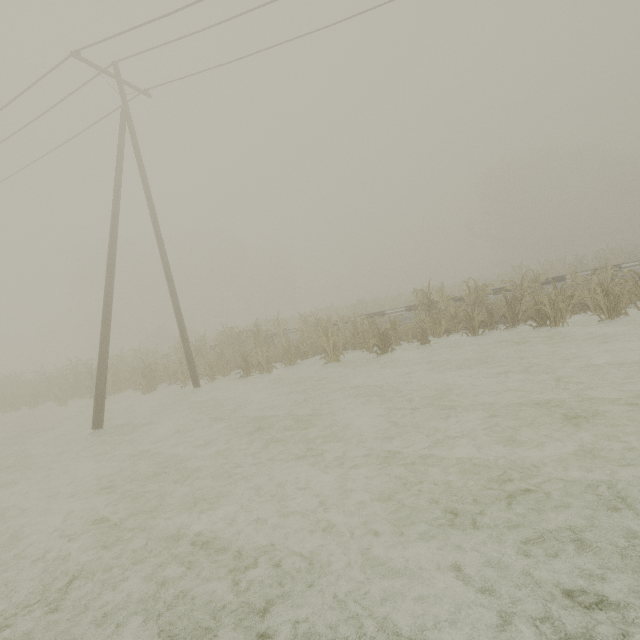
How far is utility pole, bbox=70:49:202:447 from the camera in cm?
940

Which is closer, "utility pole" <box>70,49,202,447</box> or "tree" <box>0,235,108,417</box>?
"utility pole" <box>70,49,202,447</box>

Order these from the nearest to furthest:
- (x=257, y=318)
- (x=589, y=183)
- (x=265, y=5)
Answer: (x=265, y=5) < (x=257, y=318) < (x=589, y=183)

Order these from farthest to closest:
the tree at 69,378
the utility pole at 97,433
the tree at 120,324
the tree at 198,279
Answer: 1. the tree at 69,378
2. the tree at 120,324
3. the tree at 198,279
4. the utility pole at 97,433

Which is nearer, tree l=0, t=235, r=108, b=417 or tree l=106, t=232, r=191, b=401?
tree l=106, t=232, r=191, b=401

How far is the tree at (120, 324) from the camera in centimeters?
1477cm

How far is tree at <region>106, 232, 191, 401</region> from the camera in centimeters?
1477cm

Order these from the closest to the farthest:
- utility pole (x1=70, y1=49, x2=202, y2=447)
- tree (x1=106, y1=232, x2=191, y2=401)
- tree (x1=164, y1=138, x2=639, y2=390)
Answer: utility pole (x1=70, y1=49, x2=202, y2=447)
tree (x1=164, y1=138, x2=639, y2=390)
tree (x1=106, y1=232, x2=191, y2=401)
